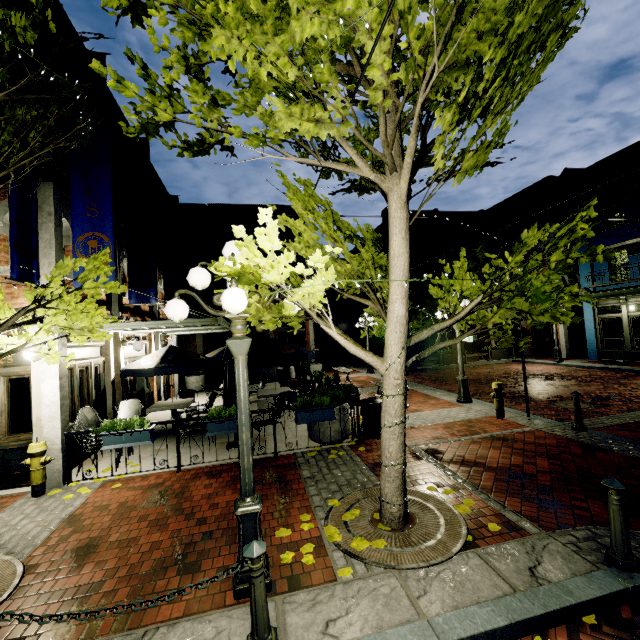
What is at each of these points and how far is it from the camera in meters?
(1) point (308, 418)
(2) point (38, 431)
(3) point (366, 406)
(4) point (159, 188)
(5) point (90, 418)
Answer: (1) planter, 6.9 m
(2) building, 6.3 m
(3) garbage can, 7.6 m
(4) building, 14.6 m
(5) chair, 7.0 m

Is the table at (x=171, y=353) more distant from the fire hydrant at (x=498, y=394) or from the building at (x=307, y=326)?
the building at (x=307, y=326)

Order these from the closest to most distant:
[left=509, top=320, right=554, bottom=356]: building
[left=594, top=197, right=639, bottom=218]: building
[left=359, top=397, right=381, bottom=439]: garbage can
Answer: [left=359, top=397, right=381, bottom=439]: garbage can, [left=594, top=197, right=639, bottom=218]: building, [left=509, top=320, right=554, bottom=356]: building

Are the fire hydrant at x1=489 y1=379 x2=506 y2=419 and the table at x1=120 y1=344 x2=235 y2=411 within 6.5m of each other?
no

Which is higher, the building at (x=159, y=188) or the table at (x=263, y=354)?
the building at (x=159, y=188)

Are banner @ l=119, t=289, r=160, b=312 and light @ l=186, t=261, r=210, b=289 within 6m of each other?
no

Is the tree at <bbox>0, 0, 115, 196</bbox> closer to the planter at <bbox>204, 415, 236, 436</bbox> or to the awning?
the awning

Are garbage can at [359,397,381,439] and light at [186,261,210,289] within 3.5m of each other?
no
